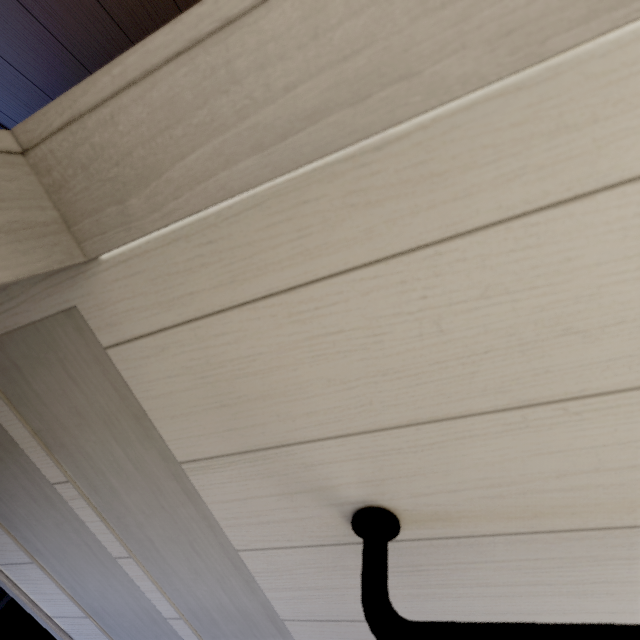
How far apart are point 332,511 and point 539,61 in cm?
59
